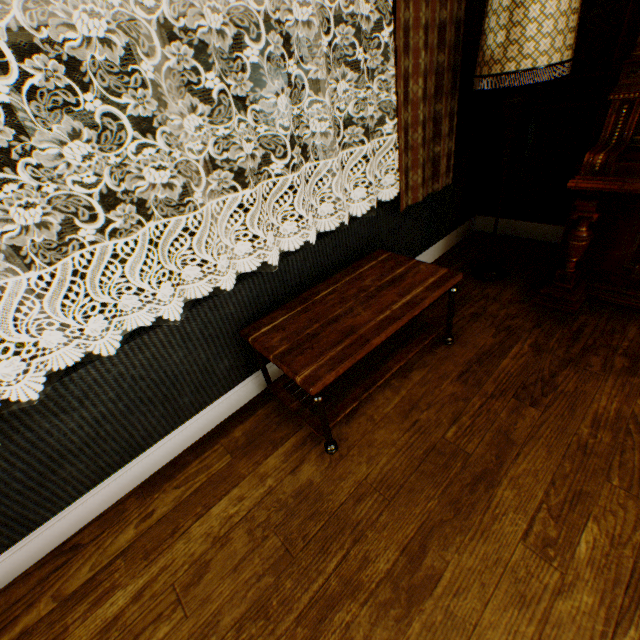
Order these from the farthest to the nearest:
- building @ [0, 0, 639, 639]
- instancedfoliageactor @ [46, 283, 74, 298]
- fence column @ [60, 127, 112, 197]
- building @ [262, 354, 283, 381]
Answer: fence column @ [60, 127, 112, 197], instancedfoliageactor @ [46, 283, 74, 298], building @ [262, 354, 283, 381], building @ [0, 0, 639, 639]

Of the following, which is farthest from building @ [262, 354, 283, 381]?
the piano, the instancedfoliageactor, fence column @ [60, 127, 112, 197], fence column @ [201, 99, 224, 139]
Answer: fence column @ [201, 99, 224, 139]

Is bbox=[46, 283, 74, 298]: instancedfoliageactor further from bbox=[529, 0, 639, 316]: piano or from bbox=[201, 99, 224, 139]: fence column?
bbox=[201, 99, 224, 139]: fence column

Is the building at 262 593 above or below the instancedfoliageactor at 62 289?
above

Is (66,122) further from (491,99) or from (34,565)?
(491,99)

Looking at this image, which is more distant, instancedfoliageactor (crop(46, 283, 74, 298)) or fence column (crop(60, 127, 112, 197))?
fence column (crop(60, 127, 112, 197))

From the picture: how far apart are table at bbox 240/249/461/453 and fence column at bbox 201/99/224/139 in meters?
15.2

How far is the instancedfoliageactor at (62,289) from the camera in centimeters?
509cm
